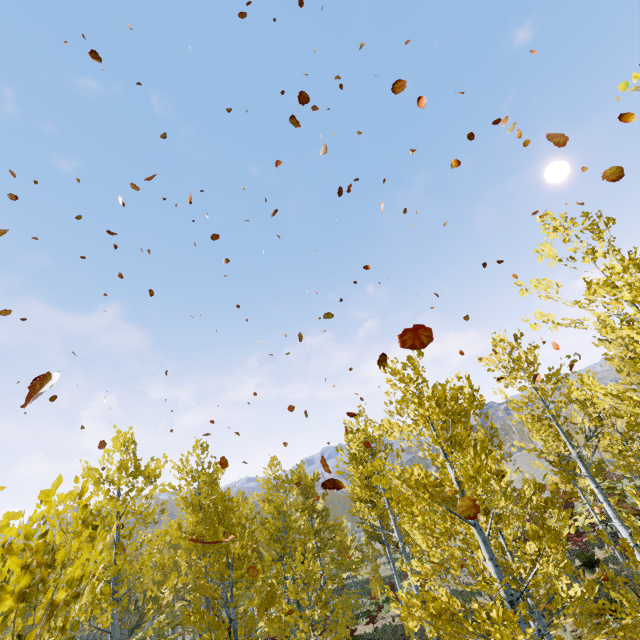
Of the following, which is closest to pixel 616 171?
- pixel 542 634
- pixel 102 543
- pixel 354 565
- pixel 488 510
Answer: pixel 488 510
